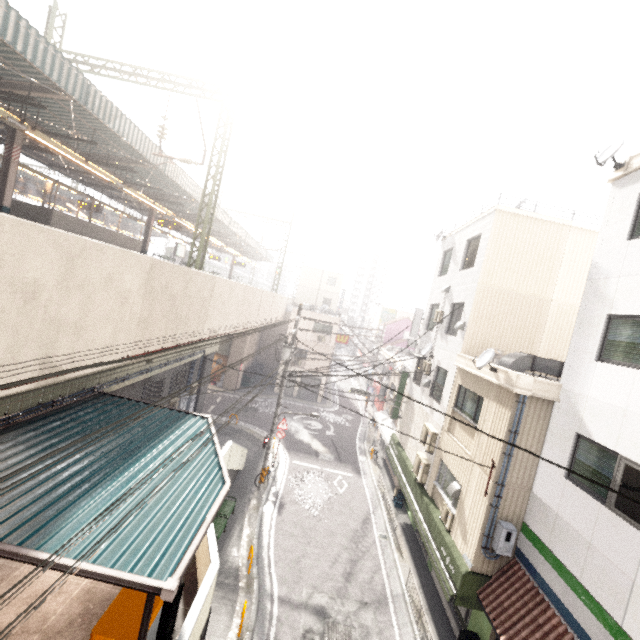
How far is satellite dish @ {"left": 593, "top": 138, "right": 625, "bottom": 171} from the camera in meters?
8.1 m

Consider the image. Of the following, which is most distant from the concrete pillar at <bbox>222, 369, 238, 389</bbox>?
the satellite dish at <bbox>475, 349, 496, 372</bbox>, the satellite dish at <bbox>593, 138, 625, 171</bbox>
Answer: the satellite dish at <bbox>593, 138, 625, 171</bbox>

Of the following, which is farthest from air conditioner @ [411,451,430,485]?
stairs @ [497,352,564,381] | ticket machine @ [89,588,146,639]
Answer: ticket machine @ [89,588,146,639]

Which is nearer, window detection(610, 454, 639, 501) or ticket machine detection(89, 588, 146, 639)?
ticket machine detection(89, 588, 146, 639)

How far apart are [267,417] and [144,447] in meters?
19.1

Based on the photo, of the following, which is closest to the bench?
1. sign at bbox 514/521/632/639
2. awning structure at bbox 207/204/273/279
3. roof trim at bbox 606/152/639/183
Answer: sign at bbox 514/521/632/639

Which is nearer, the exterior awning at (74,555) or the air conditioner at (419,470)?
the exterior awning at (74,555)

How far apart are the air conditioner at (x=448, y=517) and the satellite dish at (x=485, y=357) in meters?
4.9 m
